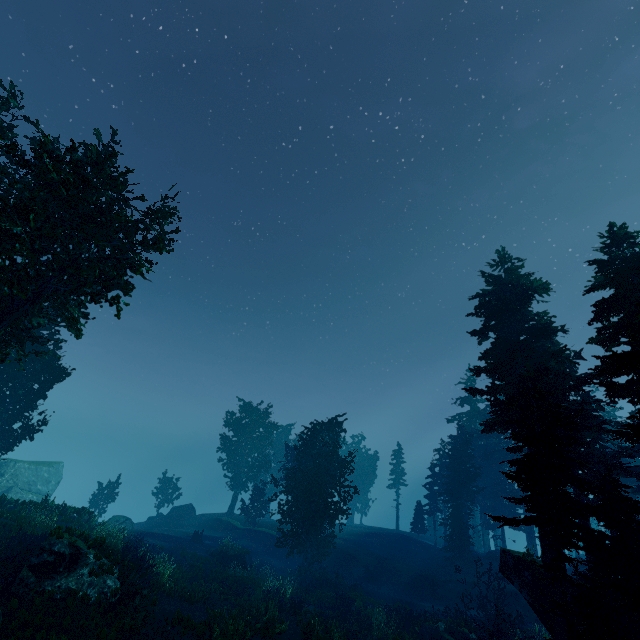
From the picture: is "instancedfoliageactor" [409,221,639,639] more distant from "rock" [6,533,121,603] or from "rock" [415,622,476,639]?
"rock" [415,622,476,639]

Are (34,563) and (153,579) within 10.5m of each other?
yes

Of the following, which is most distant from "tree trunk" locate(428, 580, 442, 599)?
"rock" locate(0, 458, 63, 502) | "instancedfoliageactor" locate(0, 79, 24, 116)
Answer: "rock" locate(0, 458, 63, 502)

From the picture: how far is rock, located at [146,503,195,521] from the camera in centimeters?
4206cm

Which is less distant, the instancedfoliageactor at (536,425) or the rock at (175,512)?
the instancedfoliageactor at (536,425)

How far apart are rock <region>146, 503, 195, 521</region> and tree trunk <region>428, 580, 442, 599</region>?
30.3m

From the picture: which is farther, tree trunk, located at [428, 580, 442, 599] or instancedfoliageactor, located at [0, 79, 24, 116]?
tree trunk, located at [428, 580, 442, 599]

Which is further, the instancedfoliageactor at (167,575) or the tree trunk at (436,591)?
the tree trunk at (436,591)
